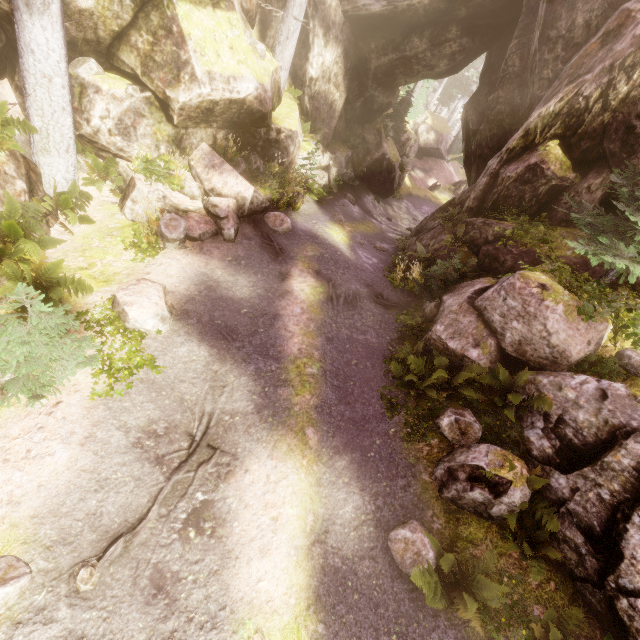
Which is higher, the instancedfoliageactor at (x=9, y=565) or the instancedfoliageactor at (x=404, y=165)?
the instancedfoliageactor at (x=404, y=165)

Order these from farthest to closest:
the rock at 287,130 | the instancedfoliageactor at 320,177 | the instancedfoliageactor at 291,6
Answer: the instancedfoliageactor at 291,6, the instancedfoliageactor at 320,177, the rock at 287,130

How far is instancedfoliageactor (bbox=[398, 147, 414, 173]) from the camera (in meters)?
25.61

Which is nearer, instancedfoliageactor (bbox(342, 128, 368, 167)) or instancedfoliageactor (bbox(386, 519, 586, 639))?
instancedfoliageactor (bbox(386, 519, 586, 639))

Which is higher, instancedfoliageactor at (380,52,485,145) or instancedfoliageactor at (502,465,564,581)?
instancedfoliageactor at (380,52,485,145)

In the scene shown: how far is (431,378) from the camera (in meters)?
7.90

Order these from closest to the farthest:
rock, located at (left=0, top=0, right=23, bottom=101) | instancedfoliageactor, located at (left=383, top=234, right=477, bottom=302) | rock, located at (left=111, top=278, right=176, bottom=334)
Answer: rock, located at (left=111, top=278, right=176, bottom=334) < rock, located at (left=0, top=0, right=23, bottom=101) < instancedfoliageactor, located at (left=383, top=234, right=477, bottom=302)
